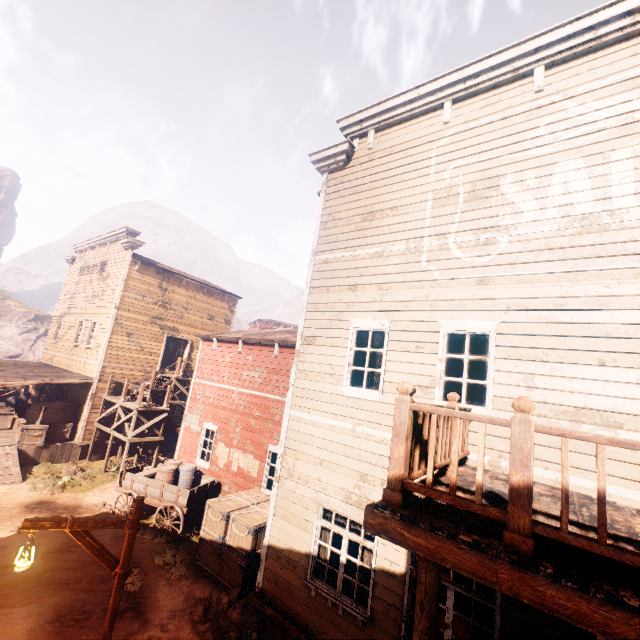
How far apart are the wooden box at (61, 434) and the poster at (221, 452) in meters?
8.9 m

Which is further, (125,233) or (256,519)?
(125,233)

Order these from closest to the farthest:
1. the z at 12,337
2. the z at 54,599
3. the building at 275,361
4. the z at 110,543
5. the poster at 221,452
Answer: the building at 275,361
the z at 54,599
the z at 110,543
the poster at 221,452
the z at 12,337

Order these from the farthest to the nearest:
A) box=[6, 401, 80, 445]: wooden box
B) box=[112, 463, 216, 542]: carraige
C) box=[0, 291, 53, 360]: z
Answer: box=[0, 291, 53, 360]: z → box=[6, 401, 80, 445]: wooden box → box=[112, 463, 216, 542]: carraige

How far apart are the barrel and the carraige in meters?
0.0 m

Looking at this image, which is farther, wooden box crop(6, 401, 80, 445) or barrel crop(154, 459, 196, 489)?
wooden box crop(6, 401, 80, 445)

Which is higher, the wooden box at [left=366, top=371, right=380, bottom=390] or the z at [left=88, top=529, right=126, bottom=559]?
the wooden box at [left=366, top=371, right=380, bottom=390]

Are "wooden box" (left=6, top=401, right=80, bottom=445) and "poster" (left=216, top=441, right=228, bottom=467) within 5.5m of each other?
no
